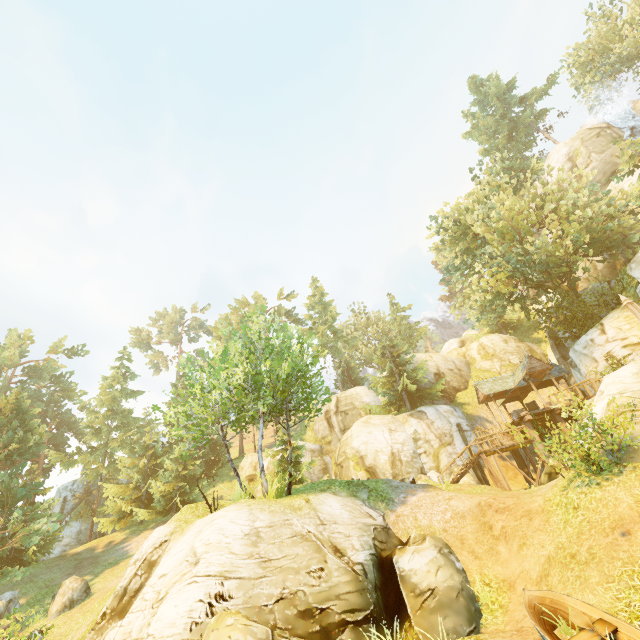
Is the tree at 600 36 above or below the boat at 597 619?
above

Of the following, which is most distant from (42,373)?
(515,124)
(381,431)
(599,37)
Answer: (599,37)

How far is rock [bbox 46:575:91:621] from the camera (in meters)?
16.77

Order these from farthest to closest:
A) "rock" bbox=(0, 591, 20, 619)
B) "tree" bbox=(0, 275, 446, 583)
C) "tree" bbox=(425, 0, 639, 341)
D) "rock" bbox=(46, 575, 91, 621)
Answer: "tree" bbox=(425, 0, 639, 341)
"rock" bbox=(0, 591, 20, 619)
"rock" bbox=(46, 575, 91, 621)
"tree" bbox=(0, 275, 446, 583)

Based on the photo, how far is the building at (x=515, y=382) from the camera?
24.5 meters

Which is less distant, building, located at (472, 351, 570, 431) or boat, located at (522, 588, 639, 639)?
boat, located at (522, 588, 639, 639)

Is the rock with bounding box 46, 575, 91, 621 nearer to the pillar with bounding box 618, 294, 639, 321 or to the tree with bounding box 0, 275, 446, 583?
the tree with bounding box 0, 275, 446, 583

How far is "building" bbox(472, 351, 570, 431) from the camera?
24.45m
